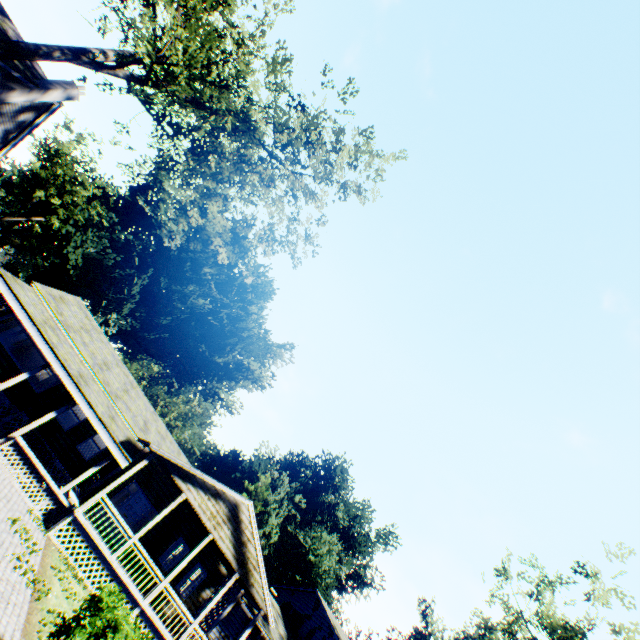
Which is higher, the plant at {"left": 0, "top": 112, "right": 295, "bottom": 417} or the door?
the plant at {"left": 0, "top": 112, "right": 295, "bottom": 417}

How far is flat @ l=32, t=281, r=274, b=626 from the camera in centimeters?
1602cm

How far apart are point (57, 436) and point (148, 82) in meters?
18.0 m

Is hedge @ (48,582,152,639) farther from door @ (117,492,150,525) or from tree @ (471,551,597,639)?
tree @ (471,551,597,639)

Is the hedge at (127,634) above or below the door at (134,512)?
below

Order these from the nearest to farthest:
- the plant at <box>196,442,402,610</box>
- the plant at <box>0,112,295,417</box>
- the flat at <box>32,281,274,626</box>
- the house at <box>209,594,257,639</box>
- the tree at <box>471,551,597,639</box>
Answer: the flat at <box>32,281,274,626</box>
the tree at <box>471,551,597,639</box>
the house at <box>209,594,257,639</box>
the plant at <box>0,112,295,417</box>
the plant at <box>196,442,402,610</box>

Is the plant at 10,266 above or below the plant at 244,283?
below

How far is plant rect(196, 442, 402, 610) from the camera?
40.90m
